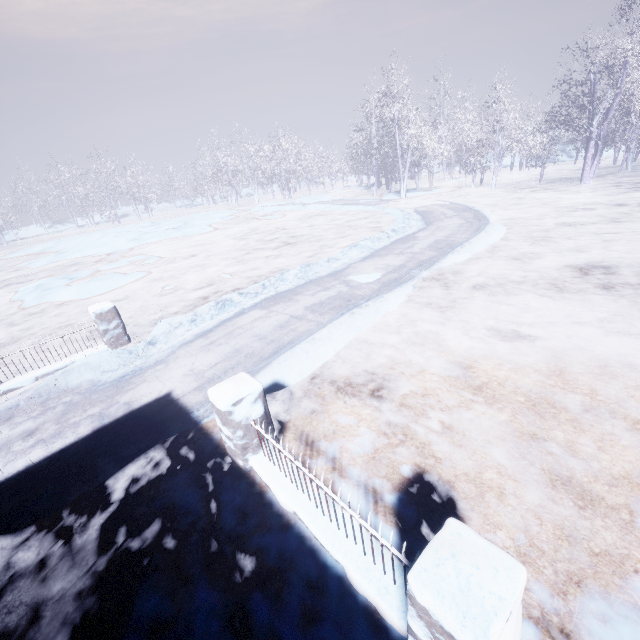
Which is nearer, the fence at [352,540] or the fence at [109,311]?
the fence at [352,540]

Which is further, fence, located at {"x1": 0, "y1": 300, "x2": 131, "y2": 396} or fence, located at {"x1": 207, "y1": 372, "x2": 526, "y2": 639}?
fence, located at {"x1": 0, "y1": 300, "x2": 131, "y2": 396}

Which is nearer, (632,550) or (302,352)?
(632,550)
